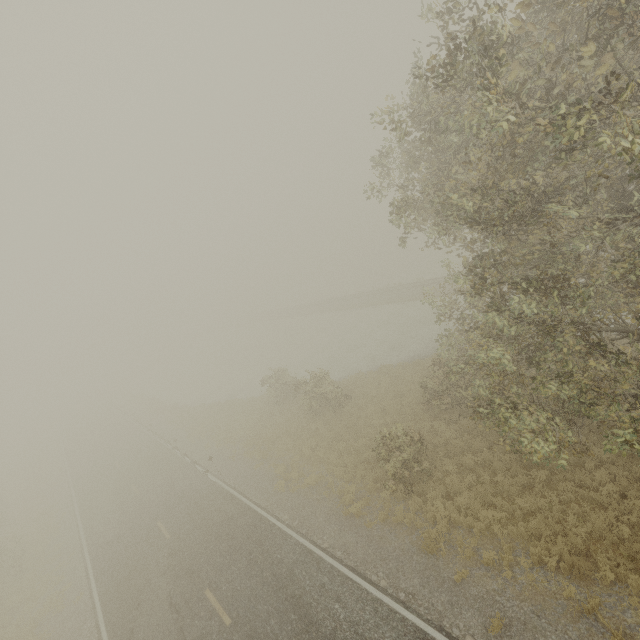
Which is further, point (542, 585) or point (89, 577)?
point (89, 577)
